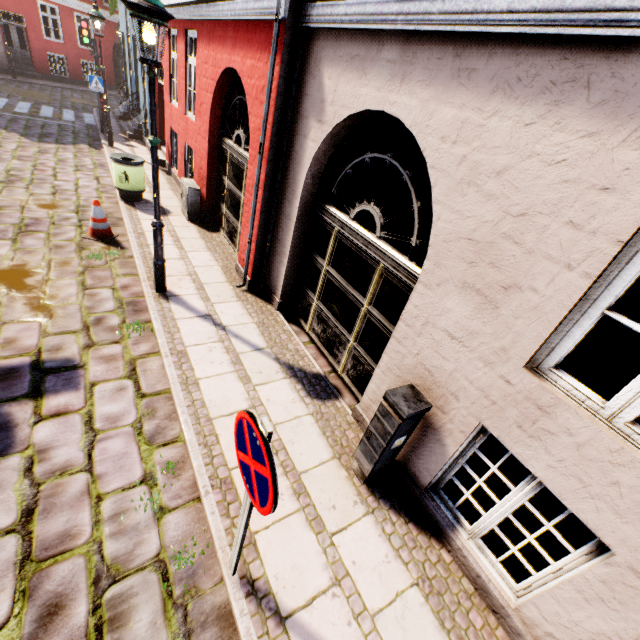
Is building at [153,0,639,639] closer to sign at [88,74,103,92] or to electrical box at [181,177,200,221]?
electrical box at [181,177,200,221]

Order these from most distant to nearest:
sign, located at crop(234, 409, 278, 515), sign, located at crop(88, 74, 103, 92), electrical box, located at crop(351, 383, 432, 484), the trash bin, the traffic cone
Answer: sign, located at crop(88, 74, 103, 92) < the trash bin < the traffic cone < electrical box, located at crop(351, 383, 432, 484) < sign, located at crop(234, 409, 278, 515)

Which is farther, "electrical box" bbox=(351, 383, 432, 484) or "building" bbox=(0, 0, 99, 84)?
"building" bbox=(0, 0, 99, 84)

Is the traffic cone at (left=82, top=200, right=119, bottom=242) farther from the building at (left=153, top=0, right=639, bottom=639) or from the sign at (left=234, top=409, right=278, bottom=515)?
the sign at (left=234, top=409, right=278, bottom=515)

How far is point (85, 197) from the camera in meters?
8.1 m

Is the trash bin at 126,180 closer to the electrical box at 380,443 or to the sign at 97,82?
the sign at 97,82

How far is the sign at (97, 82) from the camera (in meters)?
11.88

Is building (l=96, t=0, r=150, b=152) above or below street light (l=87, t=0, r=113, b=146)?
below
